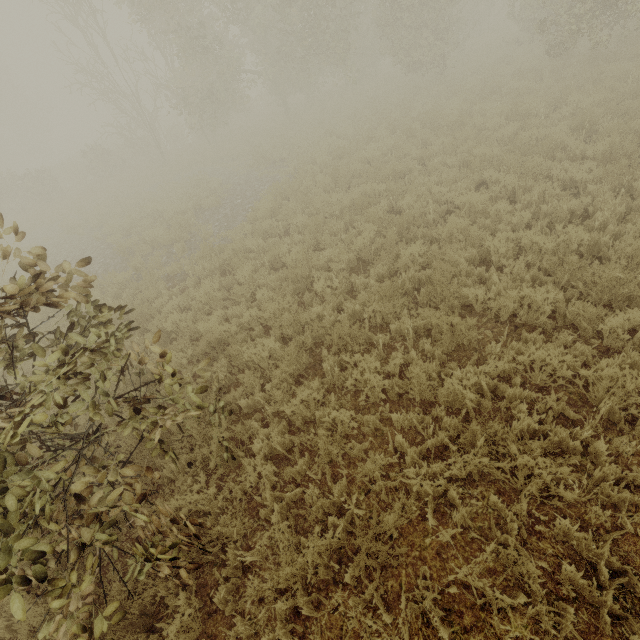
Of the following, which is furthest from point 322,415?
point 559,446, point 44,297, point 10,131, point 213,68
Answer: point 10,131
